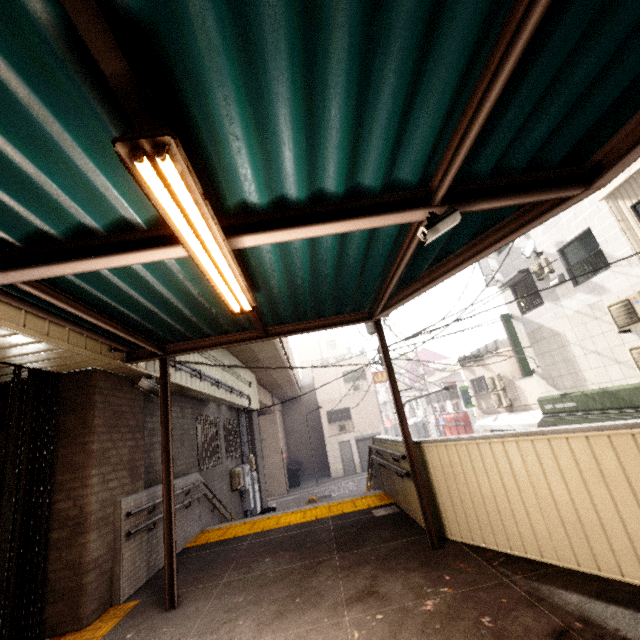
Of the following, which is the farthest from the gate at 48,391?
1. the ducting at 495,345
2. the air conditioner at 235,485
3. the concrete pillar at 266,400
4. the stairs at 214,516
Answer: the ducting at 495,345

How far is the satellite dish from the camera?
12.15m

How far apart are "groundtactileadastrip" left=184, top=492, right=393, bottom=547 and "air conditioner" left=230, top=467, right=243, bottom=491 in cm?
341

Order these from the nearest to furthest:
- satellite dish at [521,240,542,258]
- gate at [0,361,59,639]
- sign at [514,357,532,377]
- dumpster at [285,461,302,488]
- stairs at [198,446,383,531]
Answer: → gate at [0,361,59,639] → stairs at [198,446,383,531] → satellite dish at [521,240,542,258] → sign at [514,357,532,377] → dumpster at [285,461,302,488]

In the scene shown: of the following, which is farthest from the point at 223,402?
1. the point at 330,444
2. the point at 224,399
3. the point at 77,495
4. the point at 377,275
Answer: the point at 330,444

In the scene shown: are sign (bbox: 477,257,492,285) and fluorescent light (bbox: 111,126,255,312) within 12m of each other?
no

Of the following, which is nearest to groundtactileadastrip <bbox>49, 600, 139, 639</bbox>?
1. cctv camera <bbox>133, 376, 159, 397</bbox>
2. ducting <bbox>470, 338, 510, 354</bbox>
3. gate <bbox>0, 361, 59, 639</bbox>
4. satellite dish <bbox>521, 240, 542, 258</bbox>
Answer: gate <bbox>0, 361, 59, 639</bbox>

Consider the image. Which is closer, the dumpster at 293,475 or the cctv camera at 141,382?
the cctv camera at 141,382
